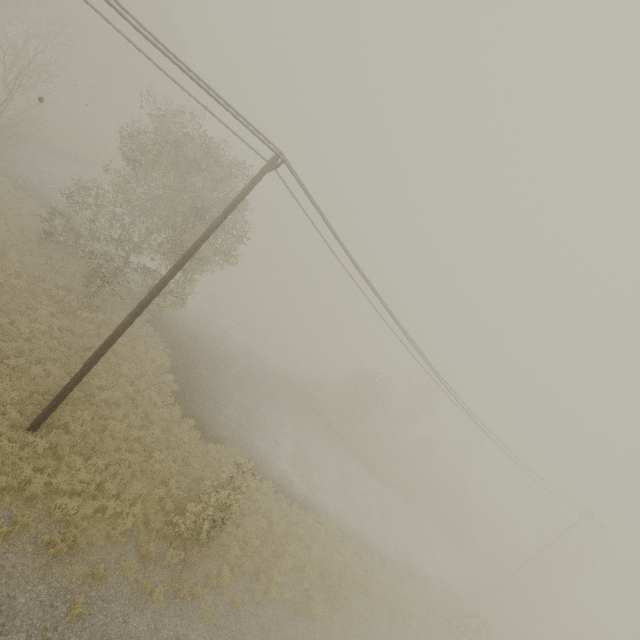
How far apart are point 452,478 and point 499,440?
27.3 meters
